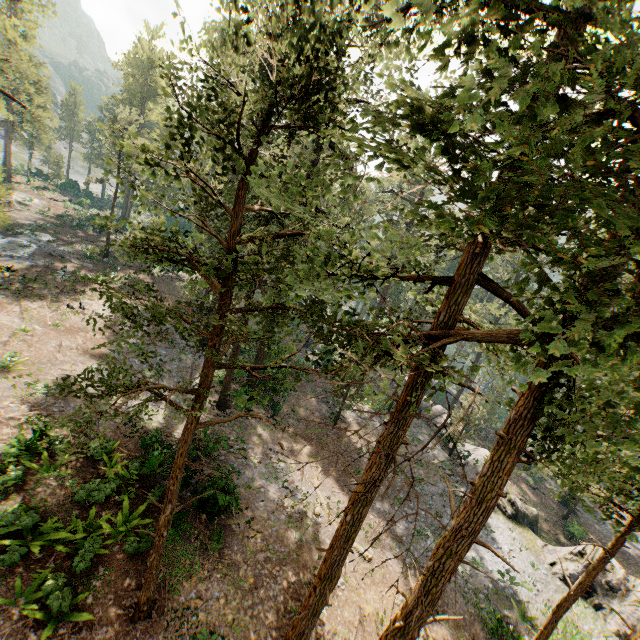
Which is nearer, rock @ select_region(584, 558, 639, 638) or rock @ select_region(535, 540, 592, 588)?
rock @ select_region(584, 558, 639, 638)

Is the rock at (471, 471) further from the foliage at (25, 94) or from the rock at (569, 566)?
the foliage at (25, 94)

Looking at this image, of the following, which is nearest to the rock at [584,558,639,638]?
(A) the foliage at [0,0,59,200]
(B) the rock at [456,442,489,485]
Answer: (B) the rock at [456,442,489,485]

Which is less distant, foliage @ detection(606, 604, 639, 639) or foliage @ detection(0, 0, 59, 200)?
foliage @ detection(606, 604, 639, 639)

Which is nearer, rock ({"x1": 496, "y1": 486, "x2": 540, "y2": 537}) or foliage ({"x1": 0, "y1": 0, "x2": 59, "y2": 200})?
foliage ({"x1": 0, "y1": 0, "x2": 59, "y2": 200})

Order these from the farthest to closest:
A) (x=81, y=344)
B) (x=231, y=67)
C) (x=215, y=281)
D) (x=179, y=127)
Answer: (x=81, y=344), (x=215, y=281), (x=231, y=67), (x=179, y=127)

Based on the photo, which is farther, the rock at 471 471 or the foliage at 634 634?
the rock at 471 471
